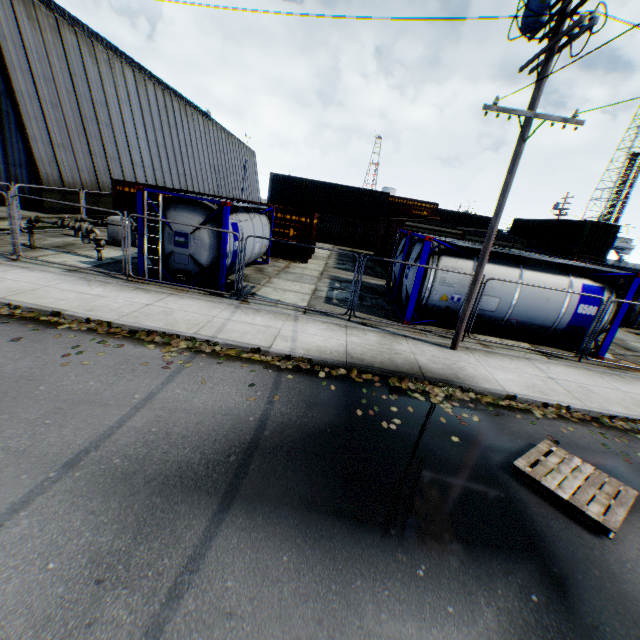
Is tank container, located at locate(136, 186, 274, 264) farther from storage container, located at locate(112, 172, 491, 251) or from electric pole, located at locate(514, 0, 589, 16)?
storage container, located at locate(112, 172, 491, 251)

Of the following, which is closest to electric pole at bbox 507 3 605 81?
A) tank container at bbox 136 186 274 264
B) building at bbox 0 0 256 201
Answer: tank container at bbox 136 186 274 264

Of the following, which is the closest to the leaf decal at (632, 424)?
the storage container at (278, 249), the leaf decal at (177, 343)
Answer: the leaf decal at (177, 343)

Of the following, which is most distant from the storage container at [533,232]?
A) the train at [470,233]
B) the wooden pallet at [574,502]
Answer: the wooden pallet at [574,502]

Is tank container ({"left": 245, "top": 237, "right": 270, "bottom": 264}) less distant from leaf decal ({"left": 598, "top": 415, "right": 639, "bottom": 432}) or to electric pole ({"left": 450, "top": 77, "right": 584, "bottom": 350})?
electric pole ({"left": 450, "top": 77, "right": 584, "bottom": 350})

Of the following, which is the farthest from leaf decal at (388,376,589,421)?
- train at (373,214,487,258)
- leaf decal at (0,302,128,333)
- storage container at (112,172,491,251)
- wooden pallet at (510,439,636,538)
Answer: storage container at (112,172,491,251)

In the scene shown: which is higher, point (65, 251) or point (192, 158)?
point (192, 158)

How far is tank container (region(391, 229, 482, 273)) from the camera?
10.4m
